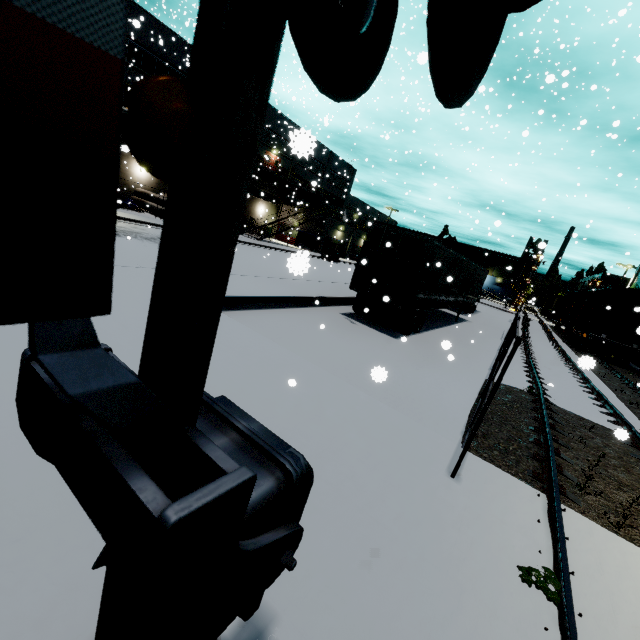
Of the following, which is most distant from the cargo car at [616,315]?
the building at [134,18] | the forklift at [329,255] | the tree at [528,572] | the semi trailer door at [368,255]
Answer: the tree at [528,572]

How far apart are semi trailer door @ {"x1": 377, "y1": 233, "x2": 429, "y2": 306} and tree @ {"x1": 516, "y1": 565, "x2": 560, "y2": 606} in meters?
9.7 m

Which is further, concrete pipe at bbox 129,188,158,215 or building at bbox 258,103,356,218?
concrete pipe at bbox 129,188,158,215

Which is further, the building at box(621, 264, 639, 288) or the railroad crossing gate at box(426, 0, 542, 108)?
the building at box(621, 264, 639, 288)

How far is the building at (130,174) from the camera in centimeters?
2827cm

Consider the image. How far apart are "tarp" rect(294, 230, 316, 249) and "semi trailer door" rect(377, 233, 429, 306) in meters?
27.4

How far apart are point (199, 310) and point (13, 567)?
2.6 meters

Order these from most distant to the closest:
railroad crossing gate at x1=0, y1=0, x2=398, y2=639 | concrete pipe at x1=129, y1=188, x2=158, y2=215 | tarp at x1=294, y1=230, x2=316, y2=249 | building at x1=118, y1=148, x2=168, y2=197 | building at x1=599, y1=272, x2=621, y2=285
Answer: building at x1=599, y1=272, x2=621, y2=285 < tarp at x1=294, y1=230, x2=316, y2=249 < building at x1=118, y1=148, x2=168, y2=197 < concrete pipe at x1=129, y1=188, x2=158, y2=215 < railroad crossing gate at x1=0, y1=0, x2=398, y2=639
